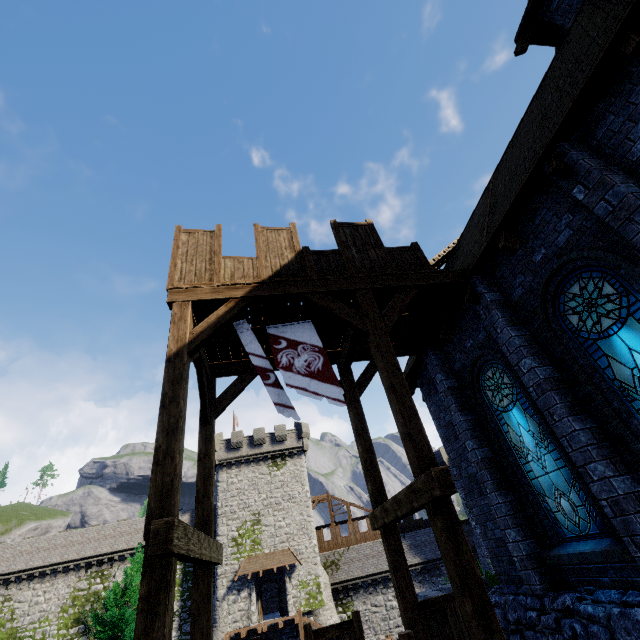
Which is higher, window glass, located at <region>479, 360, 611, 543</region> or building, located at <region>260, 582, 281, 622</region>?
window glass, located at <region>479, 360, 611, 543</region>

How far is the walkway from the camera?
4.9m

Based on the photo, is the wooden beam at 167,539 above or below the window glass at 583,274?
below

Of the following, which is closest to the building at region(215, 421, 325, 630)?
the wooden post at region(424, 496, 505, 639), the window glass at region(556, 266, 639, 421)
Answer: the wooden post at region(424, 496, 505, 639)

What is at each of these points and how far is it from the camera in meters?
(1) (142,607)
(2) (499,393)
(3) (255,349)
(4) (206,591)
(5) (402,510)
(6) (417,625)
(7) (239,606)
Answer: (1) wooden post, 3.6
(2) window glass, 7.7
(3) flag, 6.9
(4) wooden post, 5.9
(5) wooden beam, 5.4
(6) wooden post, 5.9
(7) building, 28.8

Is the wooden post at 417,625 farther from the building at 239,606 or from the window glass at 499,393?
the building at 239,606

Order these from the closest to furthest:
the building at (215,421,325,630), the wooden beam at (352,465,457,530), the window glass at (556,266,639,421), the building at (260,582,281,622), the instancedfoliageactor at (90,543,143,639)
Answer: the wooden beam at (352,465,457,530) < the window glass at (556,266,639,421) < the instancedfoliageactor at (90,543,143,639) < the building at (215,421,325,630) < the building at (260,582,281,622)

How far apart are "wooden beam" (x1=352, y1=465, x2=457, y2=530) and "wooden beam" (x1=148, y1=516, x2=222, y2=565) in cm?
321
